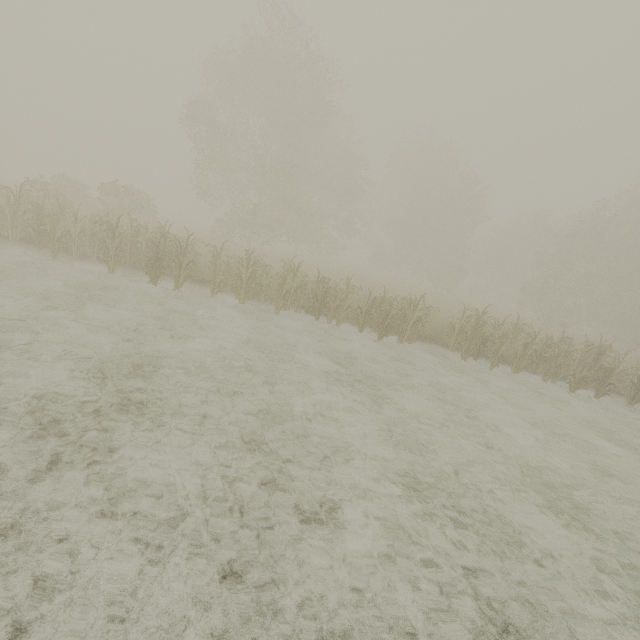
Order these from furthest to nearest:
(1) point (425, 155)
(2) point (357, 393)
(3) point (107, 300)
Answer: (1) point (425, 155), (3) point (107, 300), (2) point (357, 393)
